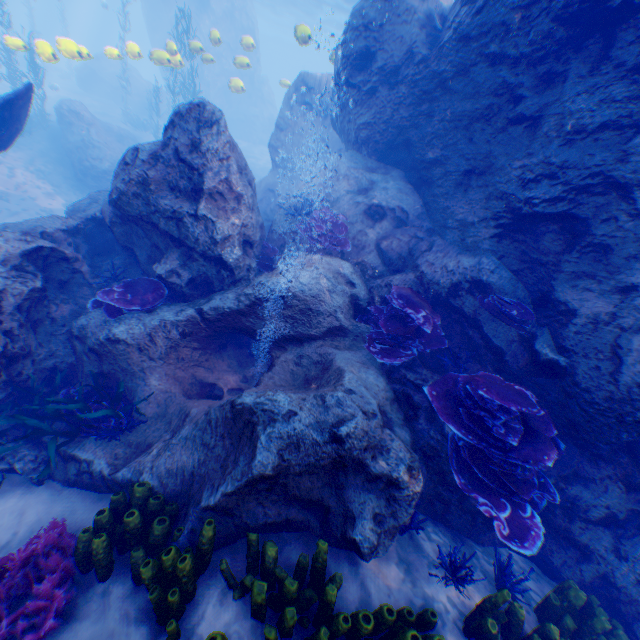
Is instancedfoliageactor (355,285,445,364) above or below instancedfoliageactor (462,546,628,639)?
above

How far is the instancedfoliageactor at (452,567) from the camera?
3.92m

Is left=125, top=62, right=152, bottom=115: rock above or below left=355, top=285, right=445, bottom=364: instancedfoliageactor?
below

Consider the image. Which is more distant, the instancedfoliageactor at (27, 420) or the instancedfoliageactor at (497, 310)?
the instancedfoliageactor at (497, 310)

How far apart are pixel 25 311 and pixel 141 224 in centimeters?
236cm

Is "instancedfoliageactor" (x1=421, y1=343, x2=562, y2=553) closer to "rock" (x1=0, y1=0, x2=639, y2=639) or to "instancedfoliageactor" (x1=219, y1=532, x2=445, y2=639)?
"rock" (x1=0, y1=0, x2=639, y2=639)

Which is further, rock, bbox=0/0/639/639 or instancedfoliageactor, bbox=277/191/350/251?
instancedfoliageactor, bbox=277/191/350/251

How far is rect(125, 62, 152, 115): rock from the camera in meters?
28.5 m
